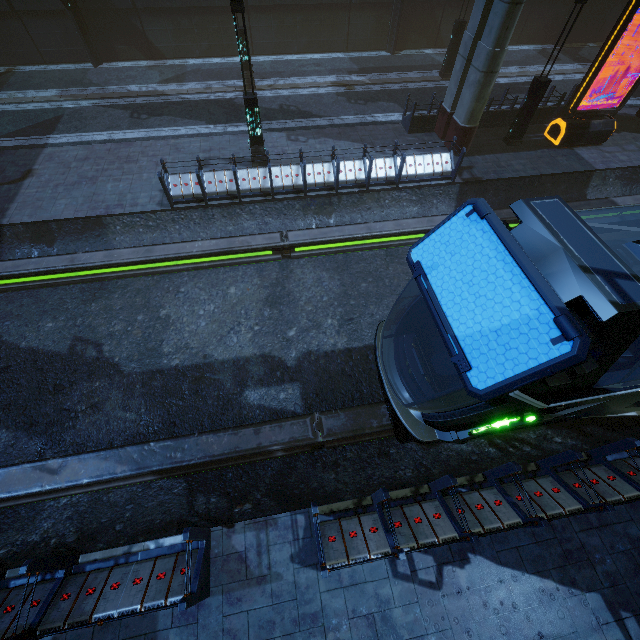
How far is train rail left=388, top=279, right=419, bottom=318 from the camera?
10.4 meters

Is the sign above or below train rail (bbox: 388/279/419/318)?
above

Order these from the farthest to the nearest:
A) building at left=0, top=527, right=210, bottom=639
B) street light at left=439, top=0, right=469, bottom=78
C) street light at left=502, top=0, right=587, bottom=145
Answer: street light at left=439, top=0, right=469, bottom=78 < street light at left=502, top=0, right=587, bottom=145 < building at left=0, top=527, right=210, bottom=639

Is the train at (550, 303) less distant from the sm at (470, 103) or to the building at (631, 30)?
the building at (631, 30)

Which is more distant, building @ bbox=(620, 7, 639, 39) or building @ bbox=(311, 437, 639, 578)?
building @ bbox=(620, 7, 639, 39)

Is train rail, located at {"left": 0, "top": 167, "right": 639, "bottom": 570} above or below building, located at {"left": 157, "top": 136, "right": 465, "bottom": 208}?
below

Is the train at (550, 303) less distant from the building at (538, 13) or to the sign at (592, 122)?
the building at (538, 13)

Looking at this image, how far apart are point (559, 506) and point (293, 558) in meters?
4.9 m
